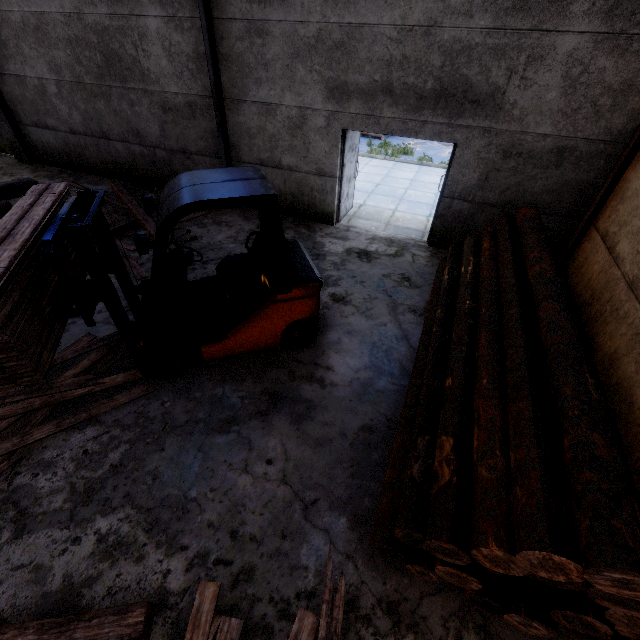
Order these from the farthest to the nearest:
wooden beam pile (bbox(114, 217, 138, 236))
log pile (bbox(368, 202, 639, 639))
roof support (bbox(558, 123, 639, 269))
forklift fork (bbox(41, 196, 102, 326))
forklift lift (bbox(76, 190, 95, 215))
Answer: wooden beam pile (bbox(114, 217, 138, 236)), roof support (bbox(558, 123, 639, 269)), forklift lift (bbox(76, 190, 95, 215)), forklift fork (bbox(41, 196, 102, 326)), log pile (bbox(368, 202, 639, 639))

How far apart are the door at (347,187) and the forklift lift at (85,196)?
5.3m

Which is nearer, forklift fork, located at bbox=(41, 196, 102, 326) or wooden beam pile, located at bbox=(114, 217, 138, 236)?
forklift fork, located at bbox=(41, 196, 102, 326)

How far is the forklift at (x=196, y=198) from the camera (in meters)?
3.36

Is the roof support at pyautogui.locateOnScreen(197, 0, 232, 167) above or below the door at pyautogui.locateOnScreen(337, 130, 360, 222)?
above

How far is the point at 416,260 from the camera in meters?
7.1 m

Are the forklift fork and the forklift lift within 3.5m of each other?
yes

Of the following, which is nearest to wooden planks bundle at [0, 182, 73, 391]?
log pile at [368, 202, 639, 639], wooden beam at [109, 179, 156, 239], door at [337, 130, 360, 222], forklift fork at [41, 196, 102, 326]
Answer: forklift fork at [41, 196, 102, 326]
